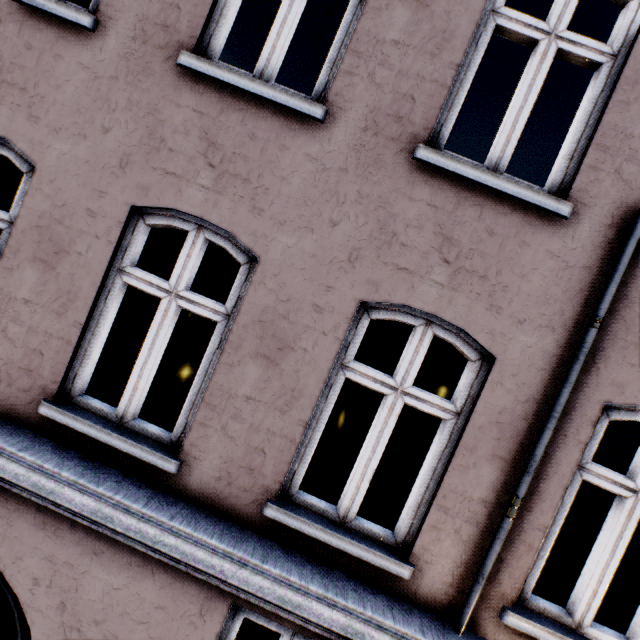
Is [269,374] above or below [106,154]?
below
